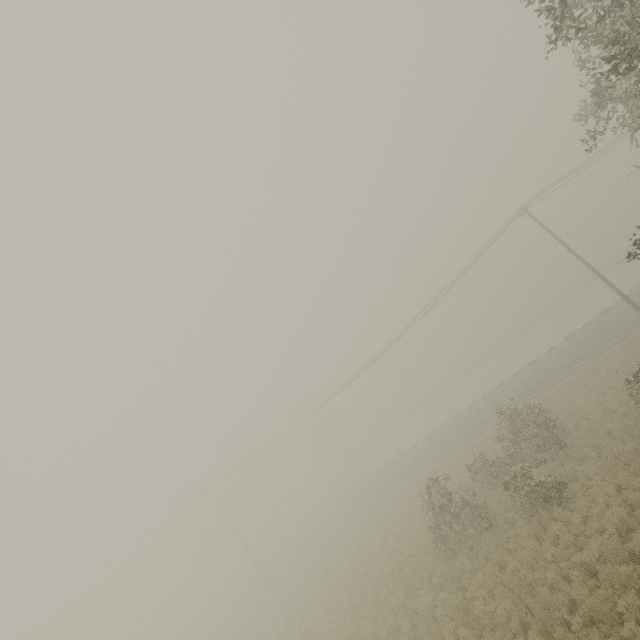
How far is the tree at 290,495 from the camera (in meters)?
57.75

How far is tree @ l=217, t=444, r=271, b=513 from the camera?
55.3m

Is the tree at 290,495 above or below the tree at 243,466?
below

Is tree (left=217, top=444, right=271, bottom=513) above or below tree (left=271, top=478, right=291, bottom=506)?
above

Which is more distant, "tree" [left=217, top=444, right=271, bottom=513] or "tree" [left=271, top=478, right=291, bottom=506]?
"tree" [left=271, top=478, right=291, bottom=506]

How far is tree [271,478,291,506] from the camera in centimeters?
5775cm

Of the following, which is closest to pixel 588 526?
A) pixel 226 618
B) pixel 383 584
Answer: pixel 383 584
